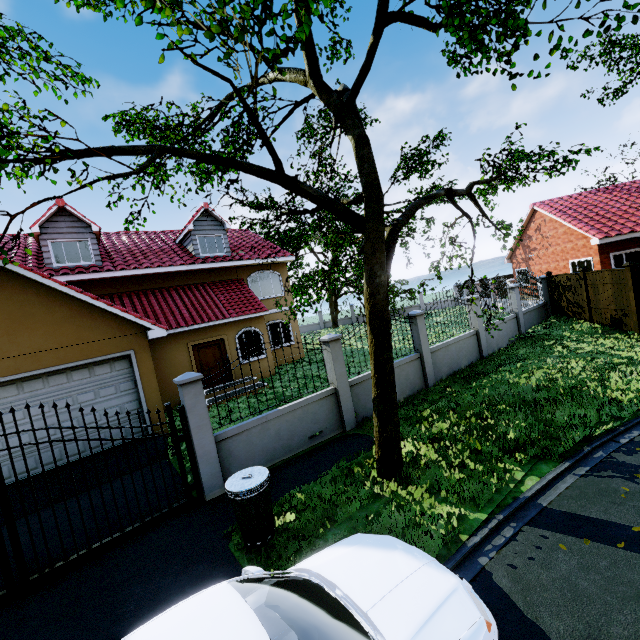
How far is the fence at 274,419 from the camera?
6.3 meters

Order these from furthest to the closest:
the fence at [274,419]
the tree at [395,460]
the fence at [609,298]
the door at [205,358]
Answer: the door at [205,358] < the fence at [609,298] < the fence at [274,419] < the tree at [395,460]

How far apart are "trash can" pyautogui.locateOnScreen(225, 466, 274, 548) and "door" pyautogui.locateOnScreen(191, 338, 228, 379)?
9.98m

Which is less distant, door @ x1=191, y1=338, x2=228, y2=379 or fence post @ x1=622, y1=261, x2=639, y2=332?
fence post @ x1=622, y1=261, x2=639, y2=332

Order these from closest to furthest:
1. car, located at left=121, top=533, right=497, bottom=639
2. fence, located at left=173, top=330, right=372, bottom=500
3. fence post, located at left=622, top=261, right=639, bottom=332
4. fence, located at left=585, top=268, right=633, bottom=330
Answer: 1. car, located at left=121, top=533, right=497, bottom=639
2. fence, located at left=173, top=330, right=372, bottom=500
3. fence post, located at left=622, top=261, right=639, bottom=332
4. fence, located at left=585, top=268, right=633, bottom=330

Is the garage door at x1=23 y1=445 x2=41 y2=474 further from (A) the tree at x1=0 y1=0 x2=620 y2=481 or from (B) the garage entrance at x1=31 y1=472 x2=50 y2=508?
(A) the tree at x1=0 y1=0 x2=620 y2=481

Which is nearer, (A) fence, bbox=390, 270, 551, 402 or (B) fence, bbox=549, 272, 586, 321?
(A) fence, bbox=390, 270, 551, 402

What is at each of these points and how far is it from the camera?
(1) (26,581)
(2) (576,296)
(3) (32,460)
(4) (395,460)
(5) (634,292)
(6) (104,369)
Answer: (1) gate, 4.8 meters
(2) fence, 14.8 meters
(3) garage door, 8.1 meters
(4) tree, 5.8 meters
(5) fence post, 11.5 meters
(6) garage door, 9.1 meters
